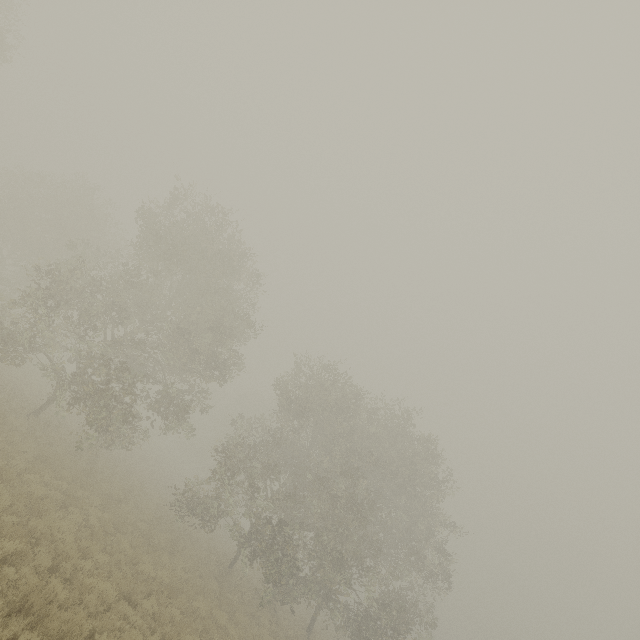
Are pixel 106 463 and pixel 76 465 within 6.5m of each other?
yes
